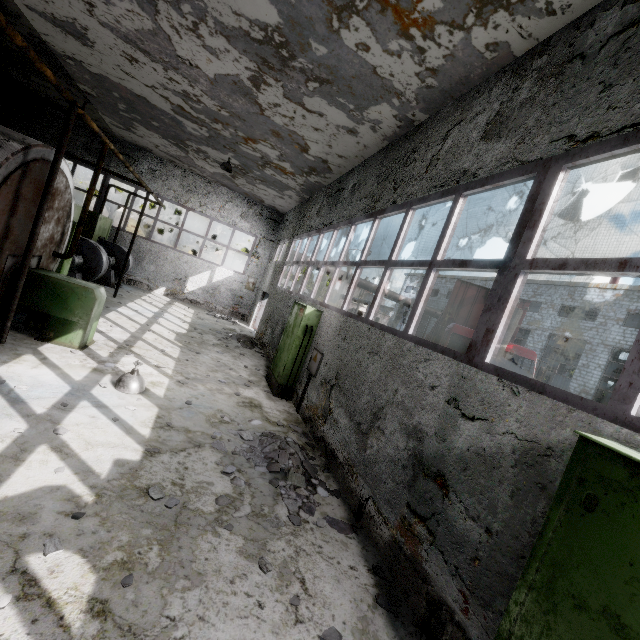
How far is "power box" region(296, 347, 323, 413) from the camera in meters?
7.4 m

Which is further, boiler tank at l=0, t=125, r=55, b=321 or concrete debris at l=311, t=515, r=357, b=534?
boiler tank at l=0, t=125, r=55, b=321

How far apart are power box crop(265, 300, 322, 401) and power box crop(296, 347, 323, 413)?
0.3 meters

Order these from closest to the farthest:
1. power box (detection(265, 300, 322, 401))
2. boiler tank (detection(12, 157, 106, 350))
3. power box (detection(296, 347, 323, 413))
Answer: boiler tank (detection(12, 157, 106, 350)), power box (detection(296, 347, 323, 413)), power box (detection(265, 300, 322, 401))

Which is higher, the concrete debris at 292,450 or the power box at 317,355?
the power box at 317,355

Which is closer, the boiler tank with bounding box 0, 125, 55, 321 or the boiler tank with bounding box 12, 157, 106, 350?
the boiler tank with bounding box 0, 125, 55, 321

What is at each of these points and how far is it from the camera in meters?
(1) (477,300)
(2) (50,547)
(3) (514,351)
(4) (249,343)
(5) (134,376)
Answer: (1) truck dump body, 14.2 m
(2) concrete debris, 2.6 m
(3) truck, 10.8 m
(4) concrete debris, 13.3 m
(5) ceiling lamp, 5.8 m

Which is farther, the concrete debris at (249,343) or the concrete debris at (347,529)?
the concrete debris at (249,343)
